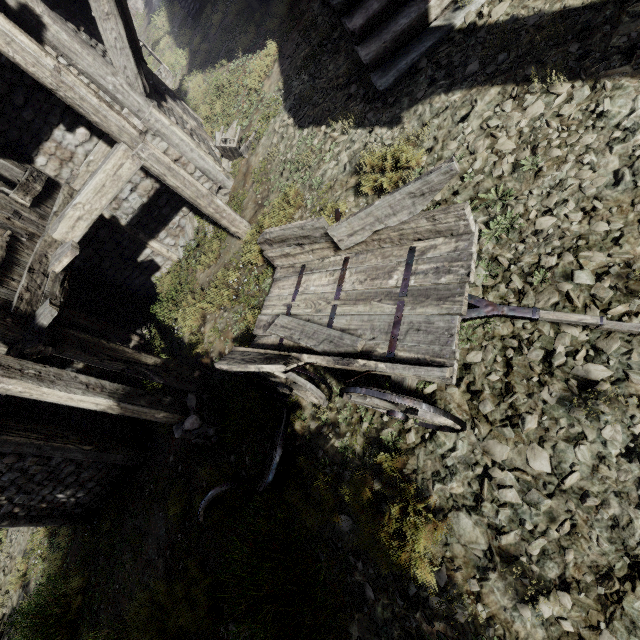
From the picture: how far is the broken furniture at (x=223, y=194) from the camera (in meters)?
8.33

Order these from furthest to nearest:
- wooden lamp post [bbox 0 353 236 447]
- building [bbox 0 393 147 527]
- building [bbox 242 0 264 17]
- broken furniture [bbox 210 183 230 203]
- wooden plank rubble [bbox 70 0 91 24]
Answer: building [bbox 242 0 264 17] < broken furniture [bbox 210 183 230 203] < wooden plank rubble [bbox 70 0 91 24] < building [bbox 0 393 147 527] < wooden lamp post [bbox 0 353 236 447]

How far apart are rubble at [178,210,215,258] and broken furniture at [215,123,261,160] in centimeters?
124cm

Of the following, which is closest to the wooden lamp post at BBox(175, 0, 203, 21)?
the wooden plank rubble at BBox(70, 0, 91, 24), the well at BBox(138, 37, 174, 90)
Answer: the well at BBox(138, 37, 174, 90)

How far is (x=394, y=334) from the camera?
3.2m

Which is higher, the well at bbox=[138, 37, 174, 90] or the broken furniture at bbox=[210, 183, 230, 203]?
the well at bbox=[138, 37, 174, 90]

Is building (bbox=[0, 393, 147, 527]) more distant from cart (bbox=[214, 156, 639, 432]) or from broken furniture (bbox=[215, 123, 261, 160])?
cart (bbox=[214, 156, 639, 432])

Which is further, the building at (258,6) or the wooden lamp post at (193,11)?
the wooden lamp post at (193,11)
